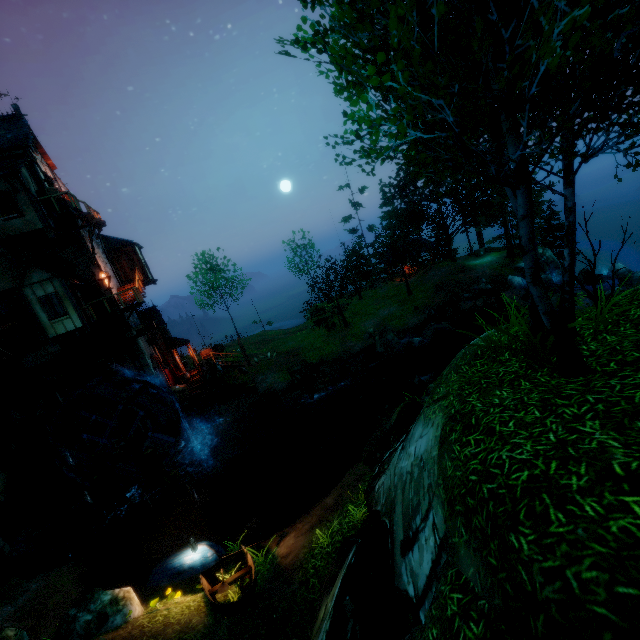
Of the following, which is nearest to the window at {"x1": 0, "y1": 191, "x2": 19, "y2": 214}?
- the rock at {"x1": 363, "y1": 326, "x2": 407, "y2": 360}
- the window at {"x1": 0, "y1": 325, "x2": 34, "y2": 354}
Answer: the window at {"x1": 0, "y1": 325, "x2": 34, "y2": 354}

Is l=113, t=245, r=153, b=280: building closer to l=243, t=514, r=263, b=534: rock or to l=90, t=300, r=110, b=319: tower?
l=90, t=300, r=110, b=319: tower

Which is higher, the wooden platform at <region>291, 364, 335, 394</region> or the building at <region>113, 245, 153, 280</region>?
the building at <region>113, 245, 153, 280</region>

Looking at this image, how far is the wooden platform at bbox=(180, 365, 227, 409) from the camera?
21.1m

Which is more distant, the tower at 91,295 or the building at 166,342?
the building at 166,342

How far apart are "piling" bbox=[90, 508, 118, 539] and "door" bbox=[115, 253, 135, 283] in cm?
1446

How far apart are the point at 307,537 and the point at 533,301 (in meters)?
9.29

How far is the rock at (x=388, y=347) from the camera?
24.2m
